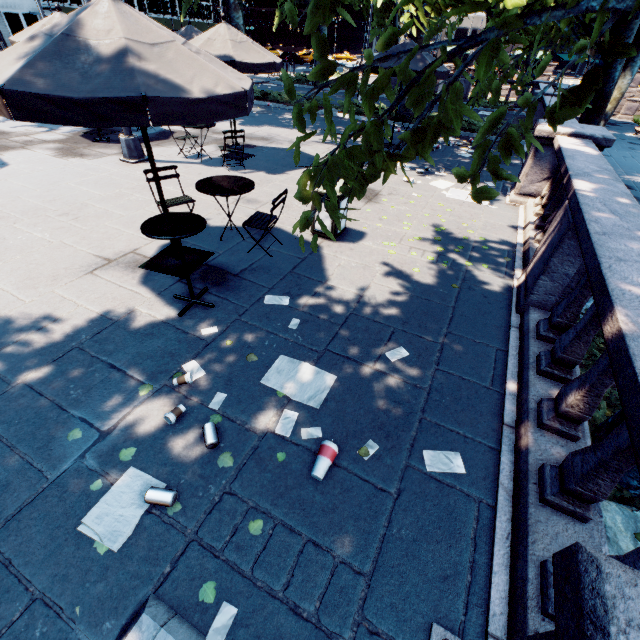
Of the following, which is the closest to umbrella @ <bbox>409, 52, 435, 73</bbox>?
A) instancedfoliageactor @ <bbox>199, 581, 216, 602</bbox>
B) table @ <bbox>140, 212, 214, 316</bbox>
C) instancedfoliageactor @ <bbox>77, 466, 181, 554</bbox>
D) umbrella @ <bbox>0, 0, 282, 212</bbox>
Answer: umbrella @ <bbox>0, 0, 282, 212</bbox>

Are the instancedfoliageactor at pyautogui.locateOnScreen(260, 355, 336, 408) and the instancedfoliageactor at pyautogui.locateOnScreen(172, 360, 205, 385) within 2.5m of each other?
yes

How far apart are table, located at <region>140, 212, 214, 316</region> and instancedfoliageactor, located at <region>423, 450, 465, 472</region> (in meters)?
3.12

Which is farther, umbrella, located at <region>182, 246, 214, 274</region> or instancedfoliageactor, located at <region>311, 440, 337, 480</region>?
umbrella, located at <region>182, 246, 214, 274</region>

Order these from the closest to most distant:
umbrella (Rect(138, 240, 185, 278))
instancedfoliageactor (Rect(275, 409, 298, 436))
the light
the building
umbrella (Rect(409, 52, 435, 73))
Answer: instancedfoliageactor (Rect(275, 409, 298, 436)) < umbrella (Rect(138, 240, 185, 278)) < the light < umbrella (Rect(409, 52, 435, 73)) < the building

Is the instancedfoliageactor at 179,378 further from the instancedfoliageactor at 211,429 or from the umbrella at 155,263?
the umbrella at 155,263

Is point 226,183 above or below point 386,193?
above

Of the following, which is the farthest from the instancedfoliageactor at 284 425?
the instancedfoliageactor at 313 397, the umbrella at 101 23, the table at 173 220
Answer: the umbrella at 101 23
